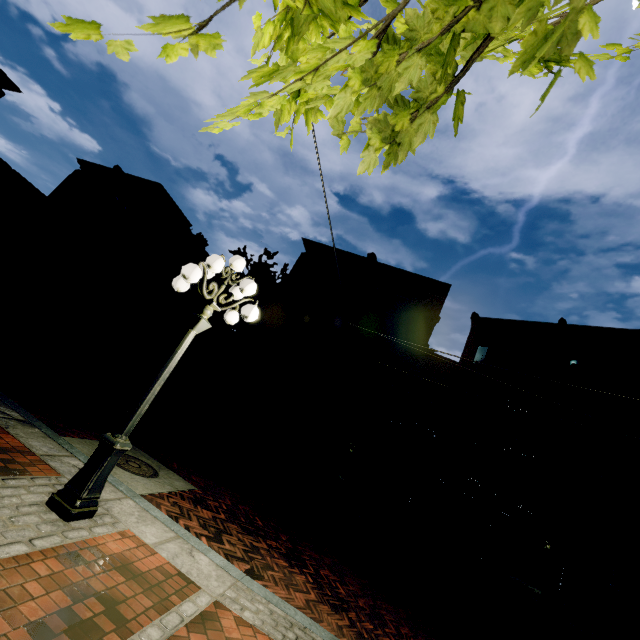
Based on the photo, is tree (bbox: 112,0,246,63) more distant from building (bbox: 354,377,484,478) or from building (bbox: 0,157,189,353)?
building (bbox: 0,157,189,353)

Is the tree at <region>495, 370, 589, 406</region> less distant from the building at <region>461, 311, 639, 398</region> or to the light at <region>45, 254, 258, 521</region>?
the building at <region>461, 311, 639, 398</region>

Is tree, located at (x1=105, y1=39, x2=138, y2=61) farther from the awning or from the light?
the light

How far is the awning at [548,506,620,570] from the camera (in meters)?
10.77

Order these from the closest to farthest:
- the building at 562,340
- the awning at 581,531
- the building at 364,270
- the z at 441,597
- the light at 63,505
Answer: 1. the light at 63,505
2. the z at 441,597
3. the awning at 581,531
4. the building at 562,340
5. the building at 364,270

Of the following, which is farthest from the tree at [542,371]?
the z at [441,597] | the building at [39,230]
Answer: the building at [39,230]

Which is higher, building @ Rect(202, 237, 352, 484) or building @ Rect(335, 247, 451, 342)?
building @ Rect(335, 247, 451, 342)

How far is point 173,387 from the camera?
22.1m
